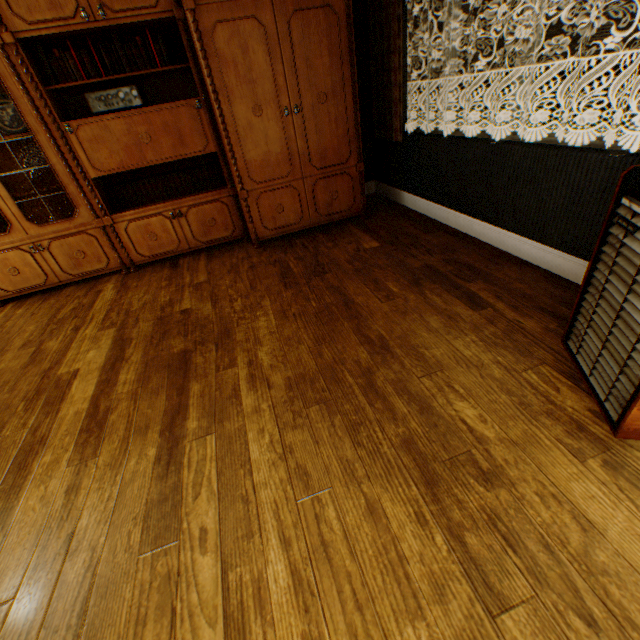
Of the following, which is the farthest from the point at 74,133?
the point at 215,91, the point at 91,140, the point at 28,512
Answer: the point at 28,512

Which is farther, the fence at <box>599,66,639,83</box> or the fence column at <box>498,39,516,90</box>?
the fence column at <box>498,39,516,90</box>

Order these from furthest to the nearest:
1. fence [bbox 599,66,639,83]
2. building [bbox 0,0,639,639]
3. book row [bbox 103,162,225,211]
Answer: fence [bbox 599,66,639,83]
book row [bbox 103,162,225,211]
building [bbox 0,0,639,639]

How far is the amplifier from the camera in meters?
2.8 m

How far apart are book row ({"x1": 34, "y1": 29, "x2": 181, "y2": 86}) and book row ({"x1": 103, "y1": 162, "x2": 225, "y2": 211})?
0.8m

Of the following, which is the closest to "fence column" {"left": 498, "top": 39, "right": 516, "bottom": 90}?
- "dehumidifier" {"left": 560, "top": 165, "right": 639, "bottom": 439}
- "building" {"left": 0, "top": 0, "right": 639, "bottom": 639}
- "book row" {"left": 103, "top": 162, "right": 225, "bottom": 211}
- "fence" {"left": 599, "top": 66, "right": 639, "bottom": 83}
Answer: "fence" {"left": 599, "top": 66, "right": 639, "bottom": 83}

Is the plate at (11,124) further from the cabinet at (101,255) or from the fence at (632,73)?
the fence at (632,73)

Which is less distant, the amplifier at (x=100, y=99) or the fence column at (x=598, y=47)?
the amplifier at (x=100, y=99)
